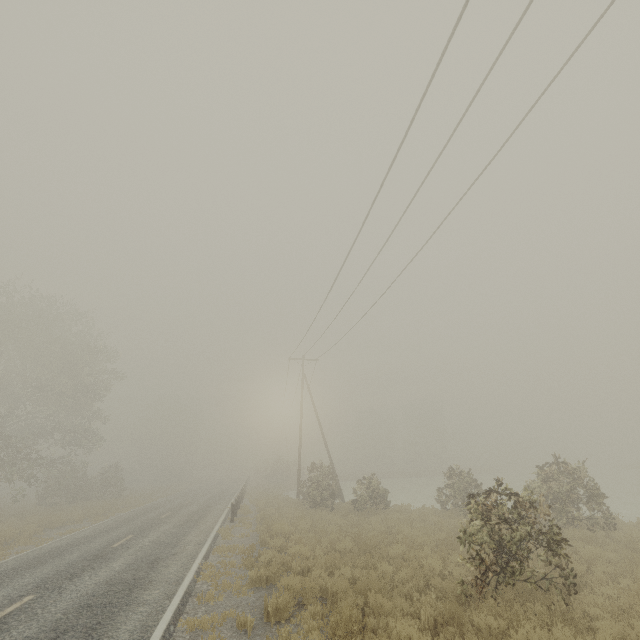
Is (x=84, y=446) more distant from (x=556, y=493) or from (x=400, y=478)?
(x=400, y=478)
